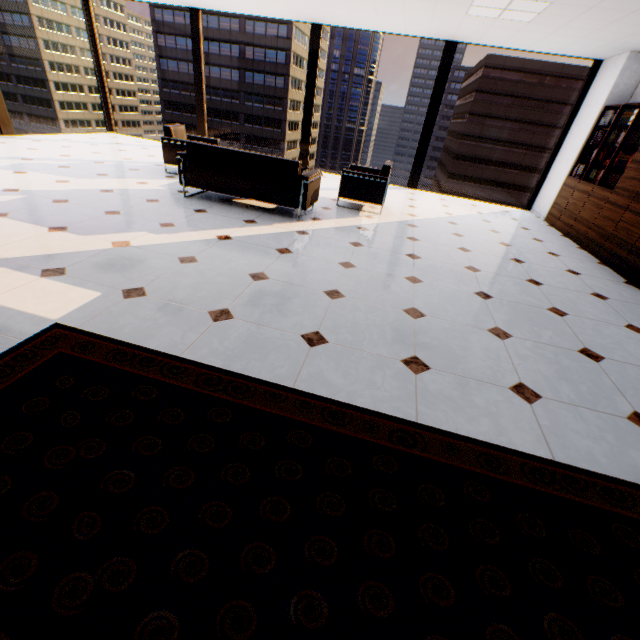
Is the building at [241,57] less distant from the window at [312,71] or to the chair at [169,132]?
the window at [312,71]

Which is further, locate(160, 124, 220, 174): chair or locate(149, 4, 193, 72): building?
locate(149, 4, 193, 72): building

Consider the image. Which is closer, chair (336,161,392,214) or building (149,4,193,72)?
chair (336,161,392,214)

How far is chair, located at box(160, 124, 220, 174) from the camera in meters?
5.8

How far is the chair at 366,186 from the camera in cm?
539

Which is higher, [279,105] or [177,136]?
[279,105]

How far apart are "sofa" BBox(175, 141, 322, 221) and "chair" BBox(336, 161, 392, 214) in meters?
0.6

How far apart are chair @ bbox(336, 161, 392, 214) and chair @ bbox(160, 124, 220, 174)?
2.6m
